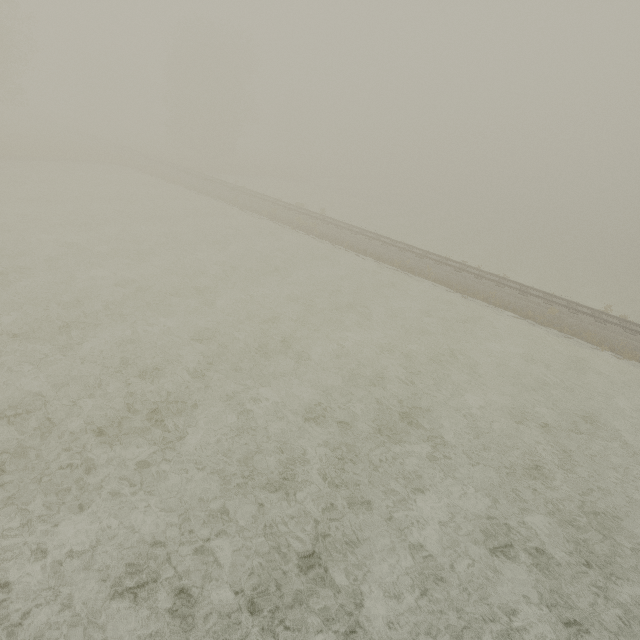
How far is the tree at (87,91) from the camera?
57.3m

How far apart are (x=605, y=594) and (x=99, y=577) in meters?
9.9 m

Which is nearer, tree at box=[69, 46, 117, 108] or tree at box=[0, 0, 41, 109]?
tree at box=[0, 0, 41, 109]

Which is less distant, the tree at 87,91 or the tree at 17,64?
the tree at 17,64

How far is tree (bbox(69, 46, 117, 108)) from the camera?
57.34m
